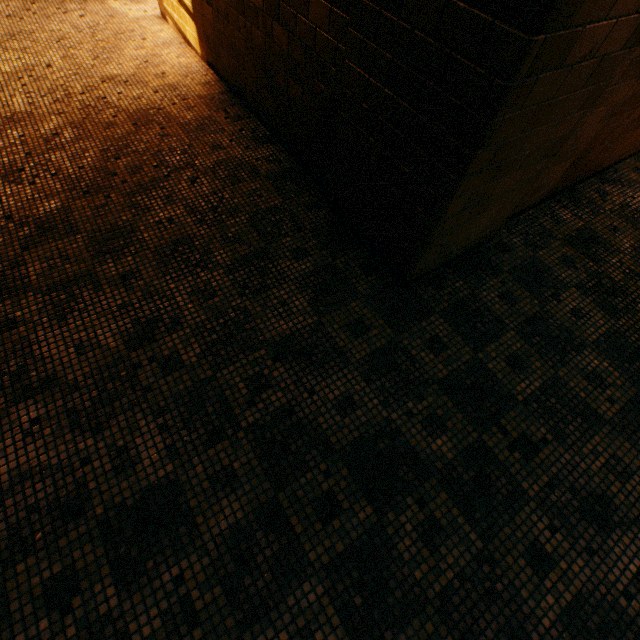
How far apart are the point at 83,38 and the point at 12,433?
5.11m
